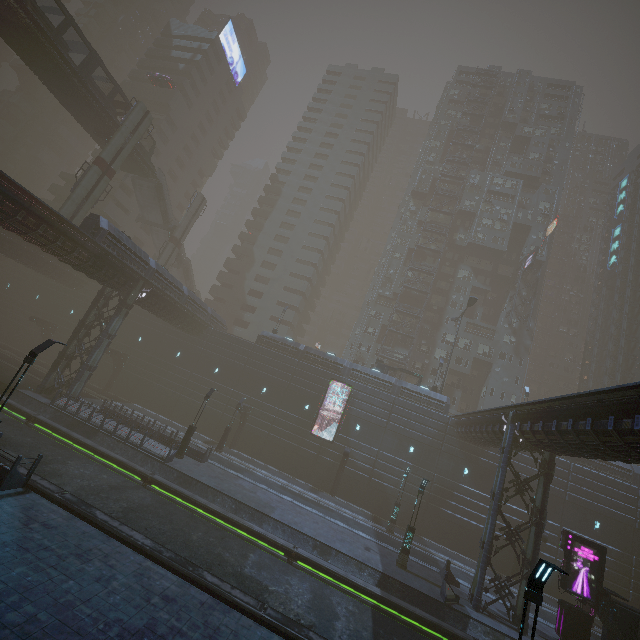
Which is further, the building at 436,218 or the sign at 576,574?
the building at 436,218

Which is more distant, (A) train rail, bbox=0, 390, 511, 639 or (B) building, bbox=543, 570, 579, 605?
(B) building, bbox=543, 570, 579, 605

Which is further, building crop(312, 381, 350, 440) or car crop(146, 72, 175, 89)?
car crop(146, 72, 175, 89)

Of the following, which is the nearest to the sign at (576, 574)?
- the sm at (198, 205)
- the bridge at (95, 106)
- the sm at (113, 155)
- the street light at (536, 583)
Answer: the street light at (536, 583)

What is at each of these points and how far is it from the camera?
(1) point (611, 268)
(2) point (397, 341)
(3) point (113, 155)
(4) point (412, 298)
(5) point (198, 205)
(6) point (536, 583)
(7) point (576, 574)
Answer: (1) sign, 58.7 meters
(2) building, 50.9 meters
(3) sm, 33.6 meters
(4) building, 53.5 meters
(5) sm, 48.1 meters
(6) street light, 8.1 meters
(7) sign, 19.5 meters

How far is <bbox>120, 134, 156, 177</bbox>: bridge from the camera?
38.34m

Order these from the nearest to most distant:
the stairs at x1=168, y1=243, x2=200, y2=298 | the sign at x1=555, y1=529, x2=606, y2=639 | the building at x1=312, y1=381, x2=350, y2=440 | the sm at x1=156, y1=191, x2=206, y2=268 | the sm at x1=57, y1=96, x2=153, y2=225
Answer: the sign at x1=555, y1=529, x2=606, y2=639, the sm at x1=57, y1=96, x2=153, y2=225, the building at x1=312, y1=381, x2=350, y2=440, the sm at x1=156, y1=191, x2=206, y2=268, the stairs at x1=168, y1=243, x2=200, y2=298

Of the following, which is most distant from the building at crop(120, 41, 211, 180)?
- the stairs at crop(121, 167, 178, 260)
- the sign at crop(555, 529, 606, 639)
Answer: the sign at crop(555, 529, 606, 639)
